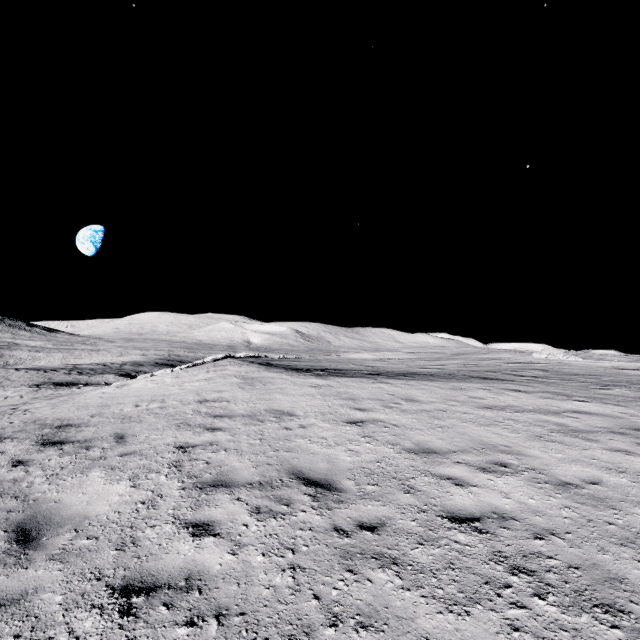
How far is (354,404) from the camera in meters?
10.0
